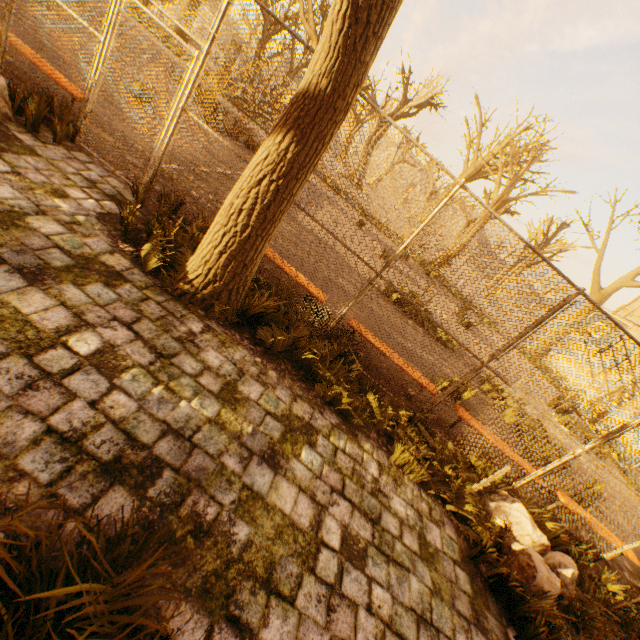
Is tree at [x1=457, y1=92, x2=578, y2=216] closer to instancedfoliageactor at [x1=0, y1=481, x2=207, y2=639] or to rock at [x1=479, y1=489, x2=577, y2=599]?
instancedfoliageactor at [x1=0, y1=481, x2=207, y2=639]

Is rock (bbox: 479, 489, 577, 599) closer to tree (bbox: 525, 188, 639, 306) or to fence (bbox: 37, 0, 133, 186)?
fence (bbox: 37, 0, 133, 186)

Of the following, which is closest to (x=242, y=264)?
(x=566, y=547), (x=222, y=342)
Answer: (x=222, y=342)

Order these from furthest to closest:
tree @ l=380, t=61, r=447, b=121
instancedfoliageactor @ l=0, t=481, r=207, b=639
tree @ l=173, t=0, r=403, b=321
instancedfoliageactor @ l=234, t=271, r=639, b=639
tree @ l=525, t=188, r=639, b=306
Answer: tree @ l=380, t=61, r=447, b=121
tree @ l=525, t=188, r=639, b=306
instancedfoliageactor @ l=234, t=271, r=639, b=639
tree @ l=173, t=0, r=403, b=321
instancedfoliageactor @ l=0, t=481, r=207, b=639

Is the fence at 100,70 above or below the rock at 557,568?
above

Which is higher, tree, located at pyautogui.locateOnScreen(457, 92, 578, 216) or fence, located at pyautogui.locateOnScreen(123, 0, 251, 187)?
tree, located at pyautogui.locateOnScreen(457, 92, 578, 216)

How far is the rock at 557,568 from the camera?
3.71m

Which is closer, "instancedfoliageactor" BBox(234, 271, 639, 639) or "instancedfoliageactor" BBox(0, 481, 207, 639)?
"instancedfoliageactor" BBox(0, 481, 207, 639)
